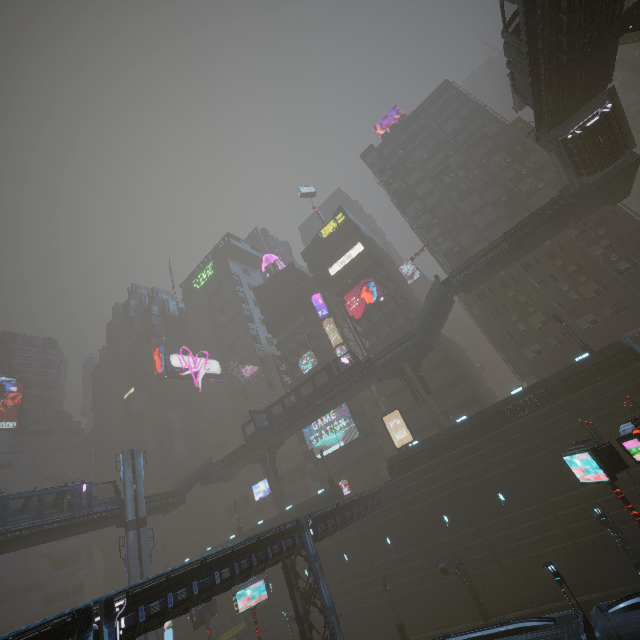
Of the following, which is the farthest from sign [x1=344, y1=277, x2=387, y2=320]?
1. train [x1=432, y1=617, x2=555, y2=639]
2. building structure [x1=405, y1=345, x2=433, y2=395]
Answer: train [x1=432, y1=617, x2=555, y2=639]

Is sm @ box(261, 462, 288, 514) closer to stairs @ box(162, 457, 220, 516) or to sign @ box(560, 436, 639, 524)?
stairs @ box(162, 457, 220, 516)

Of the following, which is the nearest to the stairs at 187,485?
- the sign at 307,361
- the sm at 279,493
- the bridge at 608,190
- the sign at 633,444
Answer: the sm at 279,493

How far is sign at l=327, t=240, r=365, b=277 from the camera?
55.2m

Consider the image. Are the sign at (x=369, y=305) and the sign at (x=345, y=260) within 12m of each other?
yes

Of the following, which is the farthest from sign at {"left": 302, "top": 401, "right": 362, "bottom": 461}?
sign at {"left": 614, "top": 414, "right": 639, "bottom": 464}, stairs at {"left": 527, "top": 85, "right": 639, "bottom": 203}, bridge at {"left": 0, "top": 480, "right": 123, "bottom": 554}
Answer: stairs at {"left": 527, "top": 85, "right": 639, "bottom": 203}

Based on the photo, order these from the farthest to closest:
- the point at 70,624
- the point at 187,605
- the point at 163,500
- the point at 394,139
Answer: the point at 394,139, the point at 163,500, the point at 187,605, the point at 70,624

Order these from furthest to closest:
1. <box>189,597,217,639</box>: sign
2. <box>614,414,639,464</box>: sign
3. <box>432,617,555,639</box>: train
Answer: <box>189,597,217,639</box>: sign → <box>614,414,639,464</box>: sign → <box>432,617,555,639</box>: train
